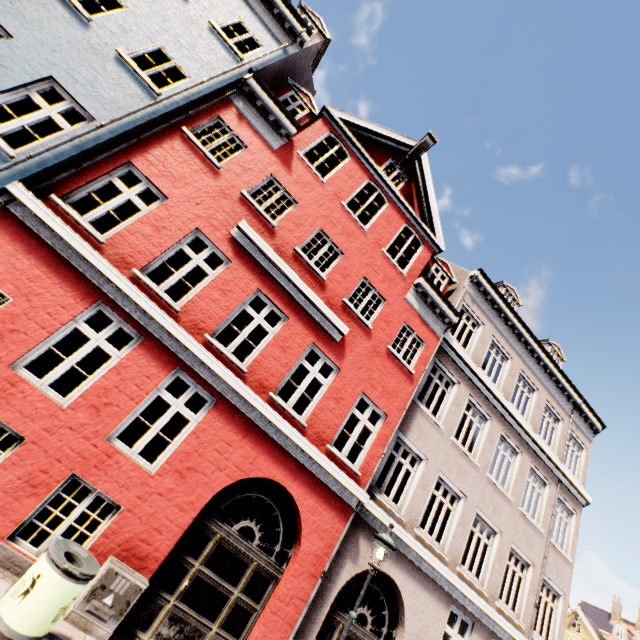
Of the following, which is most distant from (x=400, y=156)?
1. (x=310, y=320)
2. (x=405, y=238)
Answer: (x=310, y=320)

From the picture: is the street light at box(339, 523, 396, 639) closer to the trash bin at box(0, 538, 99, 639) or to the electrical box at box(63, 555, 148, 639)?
the electrical box at box(63, 555, 148, 639)

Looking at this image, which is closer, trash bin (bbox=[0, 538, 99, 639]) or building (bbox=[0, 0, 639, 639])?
trash bin (bbox=[0, 538, 99, 639])

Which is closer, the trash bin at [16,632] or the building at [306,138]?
the trash bin at [16,632]

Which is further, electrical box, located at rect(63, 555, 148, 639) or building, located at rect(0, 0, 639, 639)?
building, located at rect(0, 0, 639, 639)

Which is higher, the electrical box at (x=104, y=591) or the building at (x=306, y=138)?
the building at (x=306, y=138)

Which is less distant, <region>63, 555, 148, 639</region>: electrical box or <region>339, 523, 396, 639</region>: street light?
<region>63, 555, 148, 639</region>: electrical box

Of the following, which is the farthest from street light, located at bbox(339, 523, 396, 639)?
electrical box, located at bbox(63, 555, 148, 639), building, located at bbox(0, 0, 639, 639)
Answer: electrical box, located at bbox(63, 555, 148, 639)
